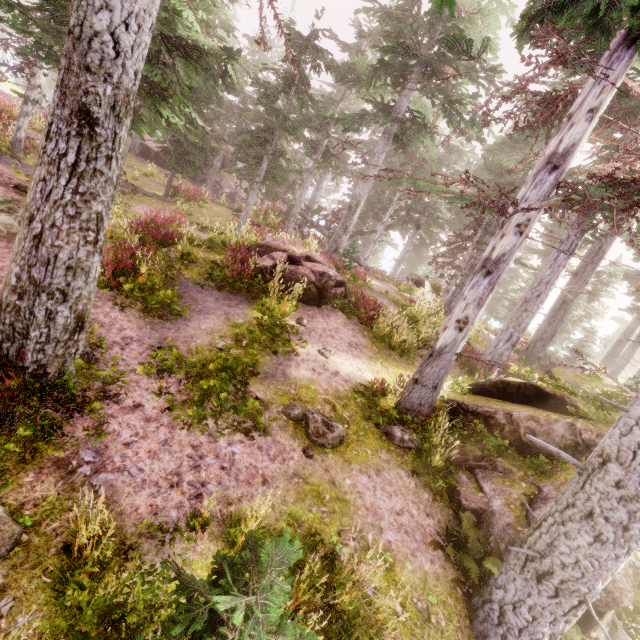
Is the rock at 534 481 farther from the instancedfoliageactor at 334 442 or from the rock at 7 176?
the rock at 7 176

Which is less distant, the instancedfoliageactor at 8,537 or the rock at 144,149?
the instancedfoliageactor at 8,537

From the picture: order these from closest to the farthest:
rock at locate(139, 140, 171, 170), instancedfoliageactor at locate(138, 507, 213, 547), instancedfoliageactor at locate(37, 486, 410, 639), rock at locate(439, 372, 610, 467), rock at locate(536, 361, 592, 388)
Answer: instancedfoliageactor at locate(37, 486, 410, 639) < instancedfoliageactor at locate(138, 507, 213, 547) < rock at locate(439, 372, 610, 467) < rock at locate(536, 361, 592, 388) < rock at locate(139, 140, 171, 170)

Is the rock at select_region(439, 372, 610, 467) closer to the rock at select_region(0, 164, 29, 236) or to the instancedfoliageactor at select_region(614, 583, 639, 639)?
the instancedfoliageactor at select_region(614, 583, 639, 639)

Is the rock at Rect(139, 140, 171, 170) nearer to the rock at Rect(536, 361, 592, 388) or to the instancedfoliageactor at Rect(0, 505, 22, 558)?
the instancedfoliageactor at Rect(0, 505, 22, 558)

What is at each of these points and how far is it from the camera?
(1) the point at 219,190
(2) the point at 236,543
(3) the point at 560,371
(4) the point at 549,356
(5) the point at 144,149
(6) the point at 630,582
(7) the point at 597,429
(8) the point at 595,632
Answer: (1) rock, 35.2m
(2) instancedfoliageactor, 4.2m
(3) rock, 13.8m
(4) rock, 21.9m
(5) rock, 30.2m
(6) rock, 5.3m
(7) rock, 7.7m
(8) rock, 5.6m

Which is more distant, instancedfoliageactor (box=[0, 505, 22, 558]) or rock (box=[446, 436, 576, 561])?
rock (box=[446, 436, 576, 561])
